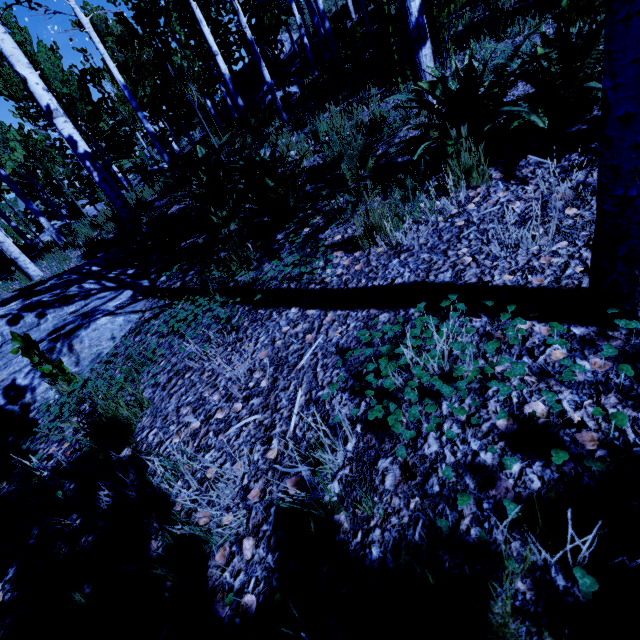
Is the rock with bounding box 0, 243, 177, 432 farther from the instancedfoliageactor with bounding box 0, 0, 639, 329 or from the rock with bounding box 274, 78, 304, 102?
the rock with bounding box 274, 78, 304, 102

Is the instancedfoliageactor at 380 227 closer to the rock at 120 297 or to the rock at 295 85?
the rock at 120 297

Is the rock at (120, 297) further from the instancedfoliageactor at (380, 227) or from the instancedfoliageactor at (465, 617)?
the instancedfoliageactor at (465, 617)

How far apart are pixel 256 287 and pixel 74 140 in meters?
5.3

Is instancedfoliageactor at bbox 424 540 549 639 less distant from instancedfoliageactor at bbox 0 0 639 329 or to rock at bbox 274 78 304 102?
instancedfoliageactor at bbox 0 0 639 329

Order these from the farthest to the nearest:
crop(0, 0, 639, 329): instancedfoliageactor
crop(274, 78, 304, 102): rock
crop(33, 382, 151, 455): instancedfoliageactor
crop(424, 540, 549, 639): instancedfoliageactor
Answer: crop(274, 78, 304, 102): rock → crop(33, 382, 151, 455): instancedfoliageactor → crop(0, 0, 639, 329): instancedfoliageactor → crop(424, 540, 549, 639): instancedfoliageactor

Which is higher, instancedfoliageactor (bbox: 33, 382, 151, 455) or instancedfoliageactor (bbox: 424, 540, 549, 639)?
instancedfoliageactor (bbox: 424, 540, 549, 639)

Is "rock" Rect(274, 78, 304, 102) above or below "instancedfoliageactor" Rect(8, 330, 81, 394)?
above
